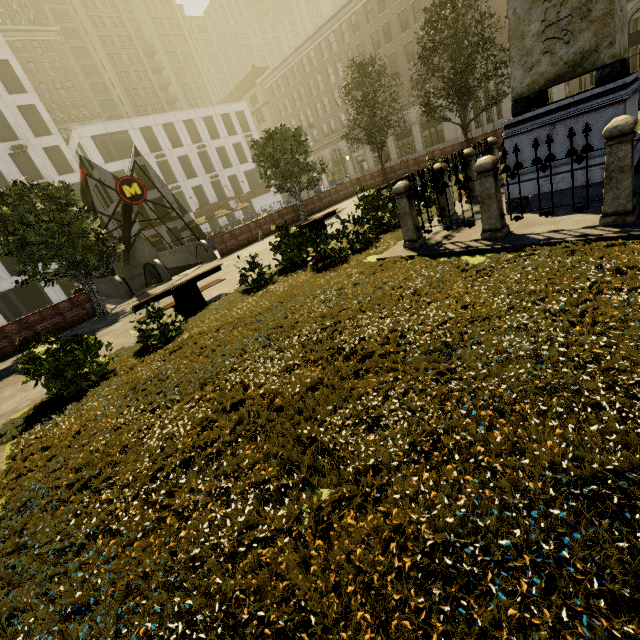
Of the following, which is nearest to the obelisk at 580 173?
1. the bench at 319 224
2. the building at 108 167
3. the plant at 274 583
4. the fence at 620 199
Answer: the fence at 620 199

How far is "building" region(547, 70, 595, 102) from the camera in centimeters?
2982cm

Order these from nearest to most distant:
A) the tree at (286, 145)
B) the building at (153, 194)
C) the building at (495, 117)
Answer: the tree at (286, 145)
the building at (495, 117)
the building at (153, 194)

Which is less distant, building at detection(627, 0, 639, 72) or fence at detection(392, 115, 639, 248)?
fence at detection(392, 115, 639, 248)

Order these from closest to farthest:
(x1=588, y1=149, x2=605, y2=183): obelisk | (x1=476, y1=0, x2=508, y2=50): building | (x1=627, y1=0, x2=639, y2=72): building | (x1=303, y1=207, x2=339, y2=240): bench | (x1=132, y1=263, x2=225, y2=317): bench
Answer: (x1=588, y1=149, x2=605, y2=183): obelisk, (x1=132, y1=263, x2=225, y2=317): bench, (x1=303, y1=207, x2=339, y2=240): bench, (x1=627, y1=0, x2=639, y2=72): building, (x1=476, y1=0, x2=508, y2=50): building

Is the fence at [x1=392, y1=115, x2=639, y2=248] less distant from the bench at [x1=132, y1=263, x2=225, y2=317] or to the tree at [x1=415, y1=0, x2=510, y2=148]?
the tree at [x1=415, y1=0, x2=510, y2=148]

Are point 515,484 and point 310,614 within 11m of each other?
yes

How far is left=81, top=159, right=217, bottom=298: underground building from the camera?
16.2m
